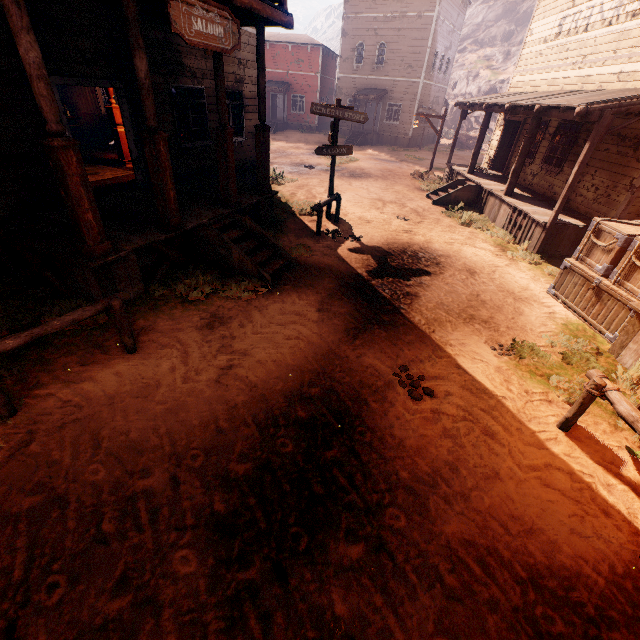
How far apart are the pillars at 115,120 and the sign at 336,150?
6.0m

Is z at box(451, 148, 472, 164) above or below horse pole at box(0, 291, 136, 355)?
below

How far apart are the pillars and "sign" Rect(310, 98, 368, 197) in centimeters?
595cm

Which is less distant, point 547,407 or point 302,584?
point 302,584

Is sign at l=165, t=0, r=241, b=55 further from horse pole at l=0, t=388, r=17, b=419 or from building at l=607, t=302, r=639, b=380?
horse pole at l=0, t=388, r=17, b=419

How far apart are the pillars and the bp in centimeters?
1599cm

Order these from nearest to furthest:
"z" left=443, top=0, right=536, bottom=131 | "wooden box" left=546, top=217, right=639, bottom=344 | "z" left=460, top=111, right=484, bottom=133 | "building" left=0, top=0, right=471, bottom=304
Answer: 1. "building" left=0, top=0, right=471, bottom=304
2. "wooden box" left=546, top=217, right=639, bottom=344
3. "z" left=460, top=111, right=484, bottom=133
4. "z" left=443, top=0, right=536, bottom=131

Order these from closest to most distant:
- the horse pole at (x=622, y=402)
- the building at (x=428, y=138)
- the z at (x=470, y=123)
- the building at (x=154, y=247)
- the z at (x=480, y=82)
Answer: the horse pole at (x=622, y=402) < the building at (x=154, y=247) < the building at (x=428, y=138) < the z at (x=470, y=123) < the z at (x=480, y=82)
